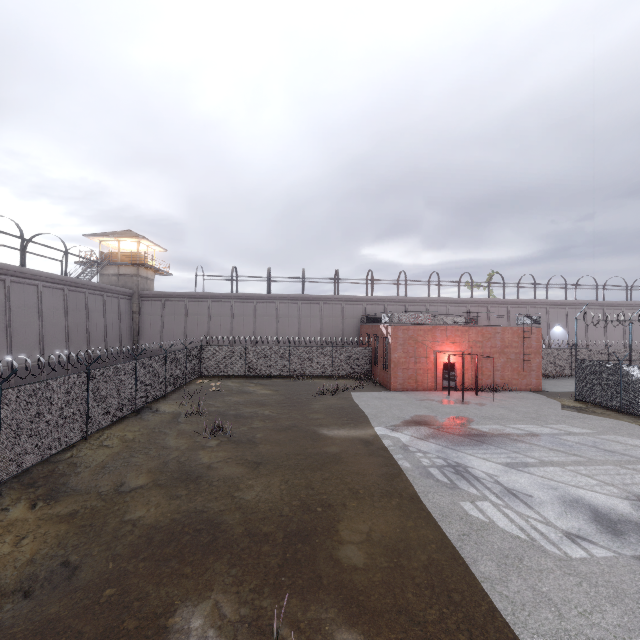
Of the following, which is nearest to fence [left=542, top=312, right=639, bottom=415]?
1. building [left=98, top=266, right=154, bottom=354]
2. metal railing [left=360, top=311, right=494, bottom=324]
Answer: metal railing [left=360, top=311, right=494, bottom=324]

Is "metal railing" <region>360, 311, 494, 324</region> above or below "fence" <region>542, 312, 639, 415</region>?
above

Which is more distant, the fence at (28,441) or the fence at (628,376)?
the fence at (628,376)

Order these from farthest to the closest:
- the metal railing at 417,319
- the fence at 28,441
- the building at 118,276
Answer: the building at 118,276 < the metal railing at 417,319 < the fence at 28,441

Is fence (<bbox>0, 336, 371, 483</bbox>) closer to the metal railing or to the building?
the metal railing

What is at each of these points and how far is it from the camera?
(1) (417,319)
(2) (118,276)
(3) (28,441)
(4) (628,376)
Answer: (1) metal railing, 24.6 meters
(2) building, 34.4 meters
(3) fence, 10.3 meters
(4) fence, 18.1 meters
